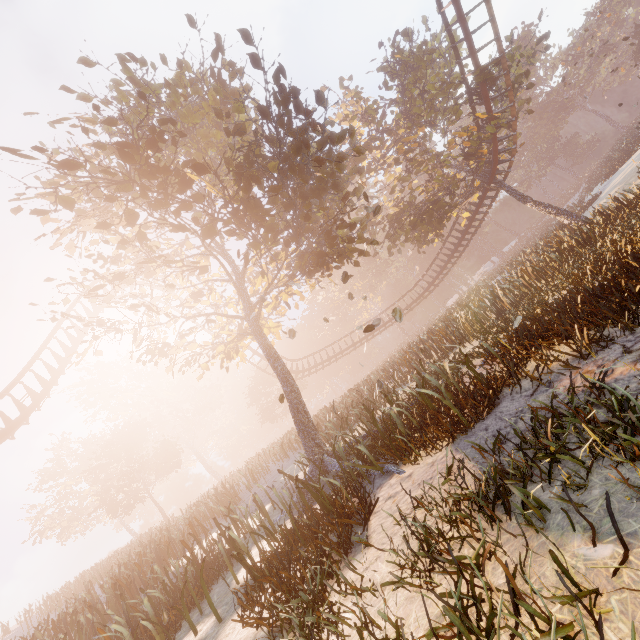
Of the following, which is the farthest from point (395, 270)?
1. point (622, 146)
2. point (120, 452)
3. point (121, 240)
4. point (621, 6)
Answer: point (621, 6)

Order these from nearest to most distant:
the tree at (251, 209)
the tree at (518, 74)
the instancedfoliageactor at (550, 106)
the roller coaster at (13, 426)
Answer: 1. the tree at (251, 209)
2. the roller coaster at (13, 426)
3. the tree at (518, 74)
4. the instancedfoliageactor at (550, 106)

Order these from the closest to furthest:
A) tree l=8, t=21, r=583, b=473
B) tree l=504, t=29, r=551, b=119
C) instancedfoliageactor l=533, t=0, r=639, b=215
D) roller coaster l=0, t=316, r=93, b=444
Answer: tree l=8, t=21, r=583, b=473
roller coaster l=0, t=316, r=93, b=444
tree l=504, t=29, r=551, b=119
instancedfoliageactor l=533, t=0, r=639, b=215

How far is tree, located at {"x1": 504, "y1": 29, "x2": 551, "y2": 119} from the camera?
18.9 meters

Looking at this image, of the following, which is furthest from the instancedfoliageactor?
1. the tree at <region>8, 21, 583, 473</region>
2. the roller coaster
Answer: the roller coaster

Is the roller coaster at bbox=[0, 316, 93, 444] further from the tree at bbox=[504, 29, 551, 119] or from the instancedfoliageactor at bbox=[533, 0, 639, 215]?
the instancedfoliageactor at bbox=[533, 0, 639, 215]

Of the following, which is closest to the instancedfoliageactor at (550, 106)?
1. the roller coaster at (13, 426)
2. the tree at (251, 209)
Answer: the tree at (251, 209)
